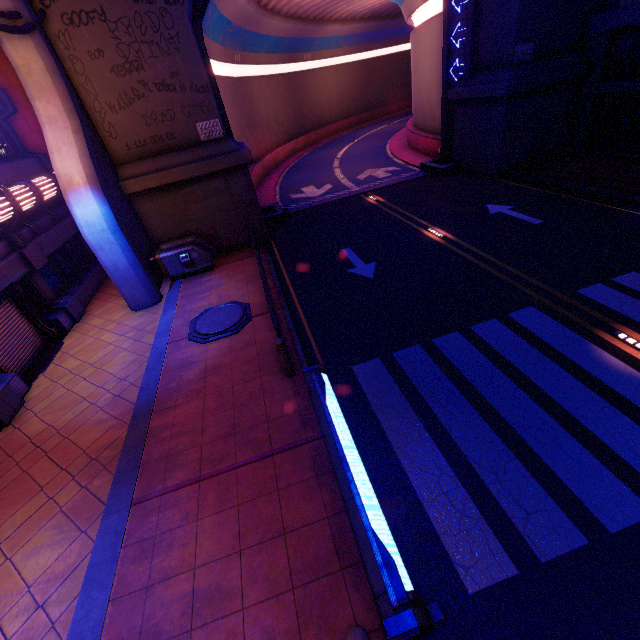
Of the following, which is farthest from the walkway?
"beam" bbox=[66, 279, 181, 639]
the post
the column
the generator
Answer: "beam" bbox=[66, 279, 181, 639]

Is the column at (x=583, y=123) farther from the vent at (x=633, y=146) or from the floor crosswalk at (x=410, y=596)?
the floor crosswalk at (x=410, y=596)

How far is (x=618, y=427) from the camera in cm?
542

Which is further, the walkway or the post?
the walkway

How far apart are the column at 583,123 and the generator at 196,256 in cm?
1880

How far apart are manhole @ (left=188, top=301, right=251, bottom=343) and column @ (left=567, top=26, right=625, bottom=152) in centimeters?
1845cm

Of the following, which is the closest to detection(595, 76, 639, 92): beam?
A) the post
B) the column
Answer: the column

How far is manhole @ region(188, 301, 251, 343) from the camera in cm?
959
